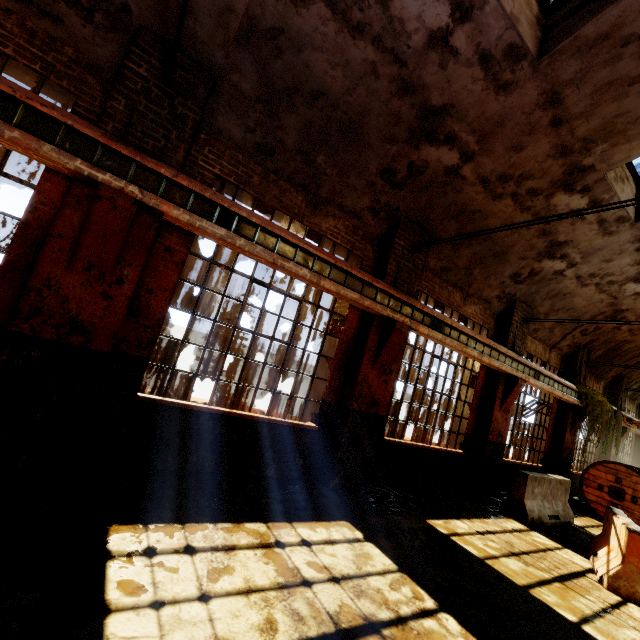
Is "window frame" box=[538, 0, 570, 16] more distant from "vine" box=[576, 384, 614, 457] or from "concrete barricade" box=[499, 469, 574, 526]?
"vine" box=[576, 384, 614, 457]

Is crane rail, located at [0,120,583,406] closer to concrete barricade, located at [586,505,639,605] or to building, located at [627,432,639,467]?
building, located at [627,432,639,467]

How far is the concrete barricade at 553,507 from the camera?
7.4m

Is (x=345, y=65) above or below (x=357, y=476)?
above

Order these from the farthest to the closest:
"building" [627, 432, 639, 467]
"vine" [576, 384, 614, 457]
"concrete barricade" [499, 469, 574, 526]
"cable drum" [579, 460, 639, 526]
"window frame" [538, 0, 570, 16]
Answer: "building" [627, 432, 639, 467]
"vine" [576, 384, 614, 457]
"cable drum" [579, 460, 639, 526]
"concrete barricade" [499, 469, 574, 526]
"window frame" [538, 0, 570, 16]

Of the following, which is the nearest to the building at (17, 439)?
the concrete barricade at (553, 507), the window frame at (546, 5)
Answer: the window frame at (546, 5)

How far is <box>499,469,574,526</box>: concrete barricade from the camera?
7.4m

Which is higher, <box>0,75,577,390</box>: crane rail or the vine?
<box>0,75,577,390</box>: crane rail
